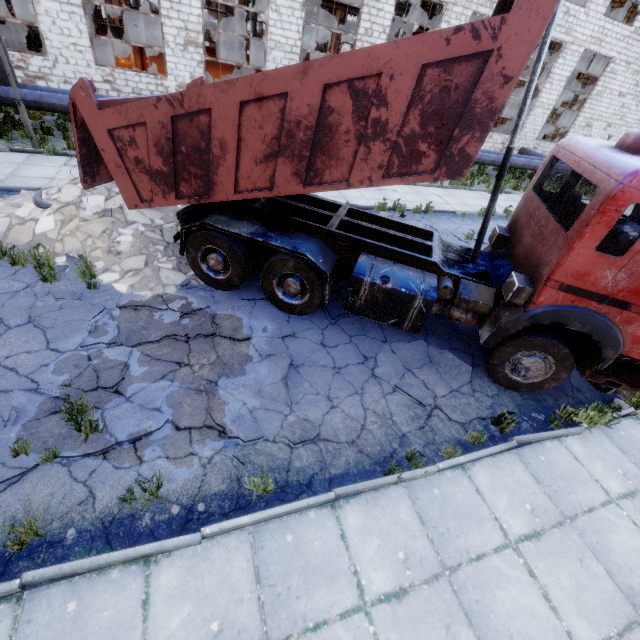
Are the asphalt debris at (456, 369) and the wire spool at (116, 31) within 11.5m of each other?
no

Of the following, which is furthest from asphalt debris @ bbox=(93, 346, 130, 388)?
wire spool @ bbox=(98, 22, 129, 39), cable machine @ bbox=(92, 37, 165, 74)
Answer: wire spool @ bbox=(98, 22, 129, 39)

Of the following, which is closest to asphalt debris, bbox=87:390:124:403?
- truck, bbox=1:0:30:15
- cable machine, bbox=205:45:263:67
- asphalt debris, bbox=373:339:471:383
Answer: asphalt debris, bbox=373:339:471:383

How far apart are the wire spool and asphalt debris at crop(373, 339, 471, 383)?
24.15m

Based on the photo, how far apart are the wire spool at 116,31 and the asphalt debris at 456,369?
24.1m

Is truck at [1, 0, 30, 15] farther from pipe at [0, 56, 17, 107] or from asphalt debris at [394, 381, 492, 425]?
asphalt debris at [394, 381, 492, 425]

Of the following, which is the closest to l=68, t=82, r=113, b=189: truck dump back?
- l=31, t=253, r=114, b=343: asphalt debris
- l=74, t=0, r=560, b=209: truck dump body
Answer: l=74, t=0, r=560, b=209: truck dump body

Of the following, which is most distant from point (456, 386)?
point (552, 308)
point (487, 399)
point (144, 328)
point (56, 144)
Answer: point (56, 144)
